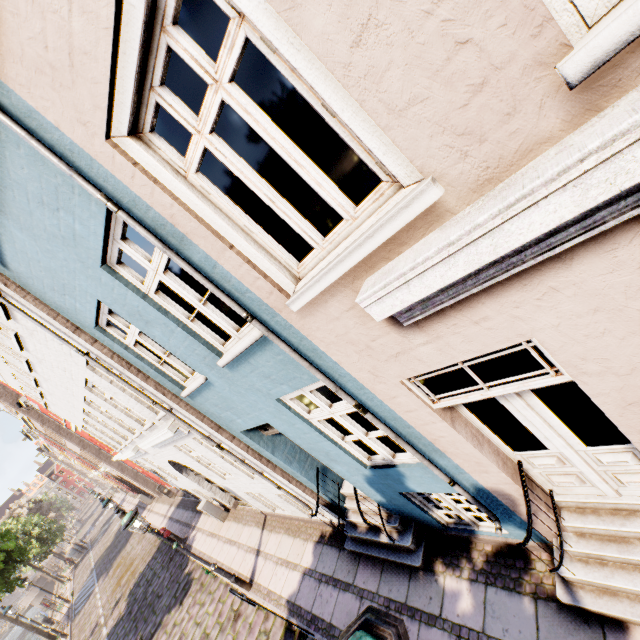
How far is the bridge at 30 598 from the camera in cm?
4062

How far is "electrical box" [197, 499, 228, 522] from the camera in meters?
12.2 m

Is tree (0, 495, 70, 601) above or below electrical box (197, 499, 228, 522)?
above

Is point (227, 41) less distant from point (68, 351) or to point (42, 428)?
point (68, 351)

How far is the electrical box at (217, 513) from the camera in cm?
1216

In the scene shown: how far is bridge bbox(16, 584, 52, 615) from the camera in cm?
4062

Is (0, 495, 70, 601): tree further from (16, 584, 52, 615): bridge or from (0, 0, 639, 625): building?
(0, 0, 639, 625): building

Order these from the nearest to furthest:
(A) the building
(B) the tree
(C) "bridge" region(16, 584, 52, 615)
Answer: (A) the building < (B) the tree < (C) "bridge" region(16, 584, 52, 615)
